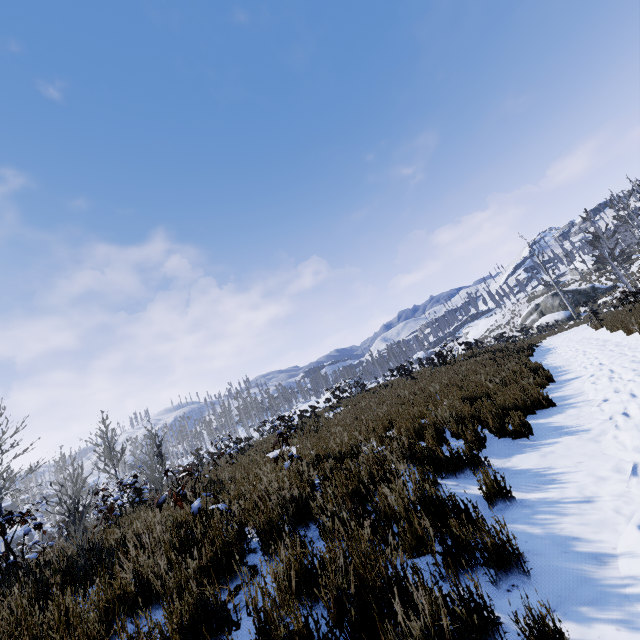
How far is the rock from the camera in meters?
37.2

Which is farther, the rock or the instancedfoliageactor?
the rock

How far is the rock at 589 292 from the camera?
37.2 meters

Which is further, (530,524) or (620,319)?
(620,319)

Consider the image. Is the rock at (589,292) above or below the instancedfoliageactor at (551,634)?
above

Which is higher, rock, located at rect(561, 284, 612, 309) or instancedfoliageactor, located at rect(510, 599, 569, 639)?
rock, located at rect(561, 284, 612, 309)
